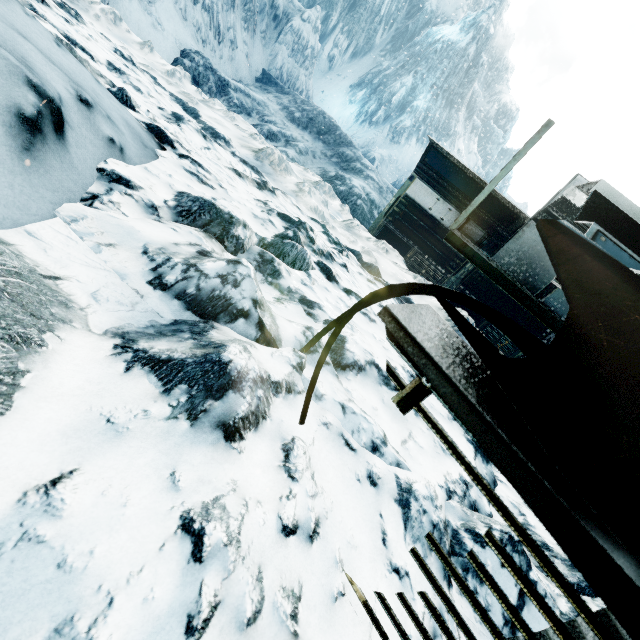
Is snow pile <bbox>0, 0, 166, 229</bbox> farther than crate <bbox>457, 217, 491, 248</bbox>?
No

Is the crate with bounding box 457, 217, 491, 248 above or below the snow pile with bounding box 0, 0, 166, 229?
above

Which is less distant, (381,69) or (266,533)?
Answer: (266,533)

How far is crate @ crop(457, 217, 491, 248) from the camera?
9.2 meters

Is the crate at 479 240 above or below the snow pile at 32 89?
above

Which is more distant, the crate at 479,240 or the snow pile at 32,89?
the crate at 479,240
